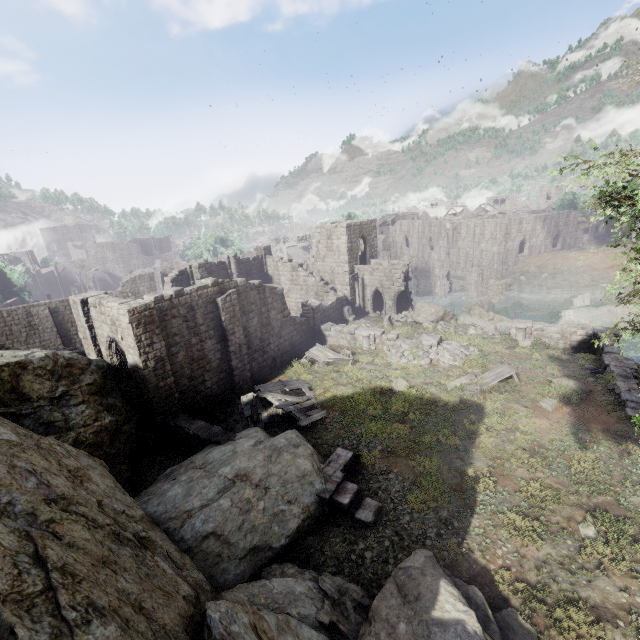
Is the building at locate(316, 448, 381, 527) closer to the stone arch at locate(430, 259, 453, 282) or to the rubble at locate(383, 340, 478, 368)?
the rubble at locate(383, 340, 478, 368)

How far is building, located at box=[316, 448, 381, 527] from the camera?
10.7m

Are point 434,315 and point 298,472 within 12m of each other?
no

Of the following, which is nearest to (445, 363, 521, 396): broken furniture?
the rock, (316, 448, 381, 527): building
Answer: (316, 448, 381, 527): building

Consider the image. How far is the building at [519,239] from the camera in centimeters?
4884cm

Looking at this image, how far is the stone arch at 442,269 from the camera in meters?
57.3

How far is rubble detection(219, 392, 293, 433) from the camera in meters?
16.8

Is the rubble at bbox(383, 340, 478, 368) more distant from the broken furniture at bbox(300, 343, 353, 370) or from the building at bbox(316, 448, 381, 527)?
the building at bbox(316, 448, 381, 527)
